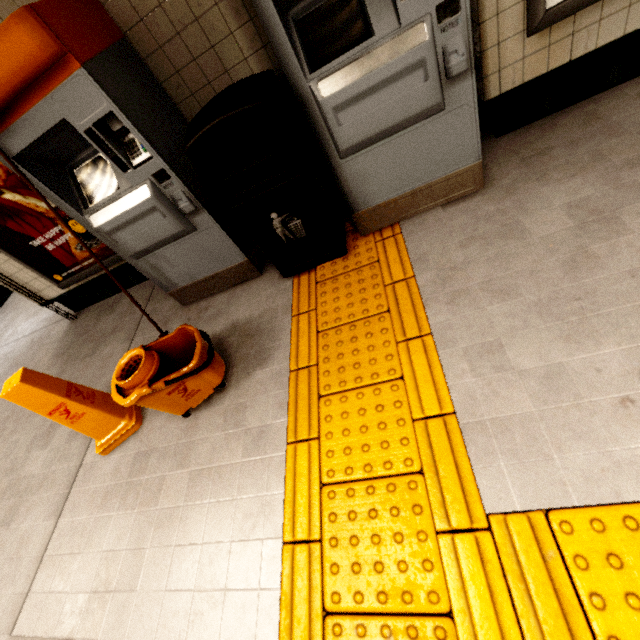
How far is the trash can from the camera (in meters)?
1.72

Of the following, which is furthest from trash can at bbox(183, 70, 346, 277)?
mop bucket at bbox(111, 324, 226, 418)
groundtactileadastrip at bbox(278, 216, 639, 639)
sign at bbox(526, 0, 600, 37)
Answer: sign at bbox(526, 0, 600, 37)

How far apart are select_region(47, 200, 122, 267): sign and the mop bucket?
1.6m

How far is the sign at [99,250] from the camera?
3.0 meters

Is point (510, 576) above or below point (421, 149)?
below

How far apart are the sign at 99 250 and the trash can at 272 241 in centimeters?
149cm

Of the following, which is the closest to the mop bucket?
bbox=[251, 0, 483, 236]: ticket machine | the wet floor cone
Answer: the wet floor cone

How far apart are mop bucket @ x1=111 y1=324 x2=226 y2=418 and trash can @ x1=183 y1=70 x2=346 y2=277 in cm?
74
